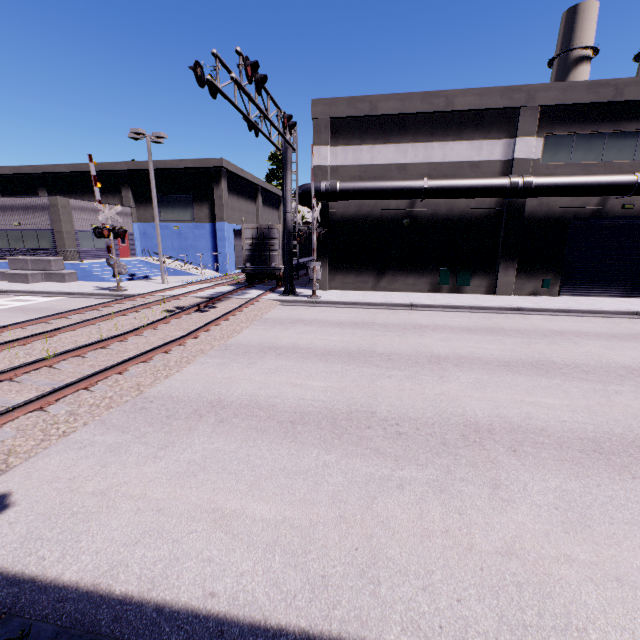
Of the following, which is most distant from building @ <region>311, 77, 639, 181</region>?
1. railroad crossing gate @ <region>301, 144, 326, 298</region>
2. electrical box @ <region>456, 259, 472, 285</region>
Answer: railroad crossing gate @ <region>301, 144, 326, 298</region>

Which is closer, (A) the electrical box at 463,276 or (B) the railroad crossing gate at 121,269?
(B) the railroad crossing gate at 121,269

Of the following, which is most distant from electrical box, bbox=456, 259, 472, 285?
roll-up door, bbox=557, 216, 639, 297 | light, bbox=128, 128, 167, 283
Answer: light, bbox=128, 128, 167, 283

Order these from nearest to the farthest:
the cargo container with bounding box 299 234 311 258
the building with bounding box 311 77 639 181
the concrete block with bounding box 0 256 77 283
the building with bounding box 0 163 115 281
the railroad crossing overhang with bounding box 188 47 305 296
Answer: → the railroad crossing overhang with bounding box 188 47 305 296 → the building with bounding box 311 77 639 181 → the concrete block with bounding box 0 256 77 283 → the building with bounding box 0 163 115 281 → the cargo container with bounding box 299 234 311 258

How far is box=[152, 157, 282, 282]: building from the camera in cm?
3064

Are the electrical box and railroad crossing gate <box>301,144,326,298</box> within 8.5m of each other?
yes

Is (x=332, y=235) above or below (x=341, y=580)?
above

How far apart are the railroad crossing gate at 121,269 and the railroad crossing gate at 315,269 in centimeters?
1066cm
